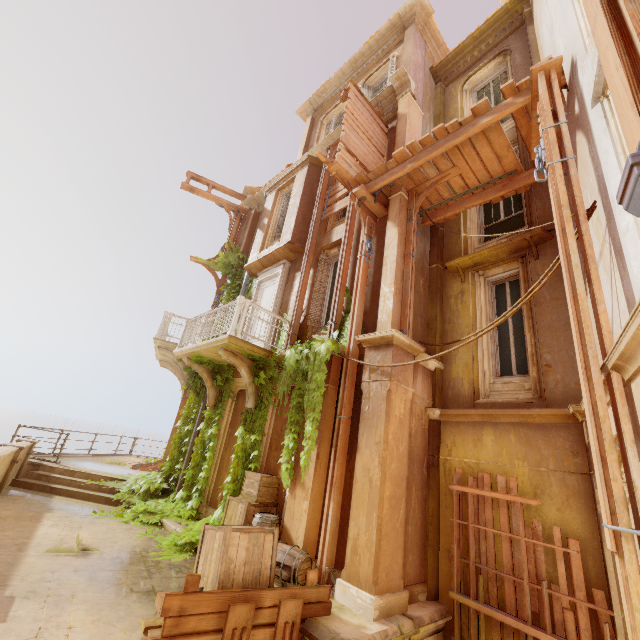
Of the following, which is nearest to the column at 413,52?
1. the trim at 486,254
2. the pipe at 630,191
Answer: the trim at 486,254

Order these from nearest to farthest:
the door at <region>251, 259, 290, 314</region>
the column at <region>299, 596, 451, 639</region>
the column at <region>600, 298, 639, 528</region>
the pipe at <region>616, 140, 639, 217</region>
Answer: the pipe at <region>616, 140, 639, 217</region>, the column at <region>600, 298, 639, 528</region>, the column at <region>299, 596, 451, 639</region>, the door at <region>251, 259, 290, 314</region>

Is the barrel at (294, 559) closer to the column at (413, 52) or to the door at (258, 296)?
the door at (258, 296)

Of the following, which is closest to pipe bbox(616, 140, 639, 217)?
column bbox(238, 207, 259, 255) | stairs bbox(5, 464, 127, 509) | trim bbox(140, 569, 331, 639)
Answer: trim bbox(140, 569, 331, 639)

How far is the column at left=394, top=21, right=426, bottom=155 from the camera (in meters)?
8.93

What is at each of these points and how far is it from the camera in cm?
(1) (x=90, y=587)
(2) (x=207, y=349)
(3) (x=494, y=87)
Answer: (1) building, 457
(2) balcony, 880
(3) window, 1029

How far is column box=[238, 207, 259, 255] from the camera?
14.41m

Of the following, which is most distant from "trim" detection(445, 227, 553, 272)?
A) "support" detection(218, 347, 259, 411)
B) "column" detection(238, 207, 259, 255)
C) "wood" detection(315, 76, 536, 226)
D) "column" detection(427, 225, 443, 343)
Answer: "column" detection(238, 207, 259, 255)
